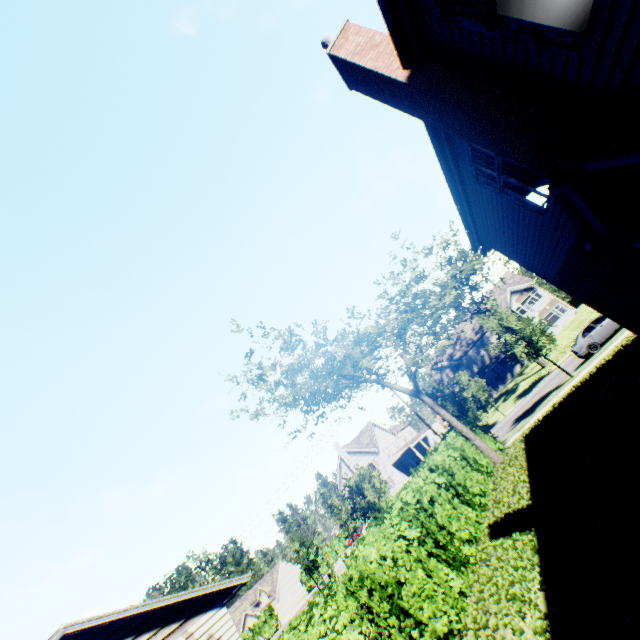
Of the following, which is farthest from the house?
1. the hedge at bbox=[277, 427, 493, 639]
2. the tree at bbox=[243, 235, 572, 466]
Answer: the tree at bbox=[243, 235, 572, 466]

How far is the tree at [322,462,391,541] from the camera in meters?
28.2

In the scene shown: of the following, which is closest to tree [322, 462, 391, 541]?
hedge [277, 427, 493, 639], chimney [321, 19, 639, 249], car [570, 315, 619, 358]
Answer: car [570, 315, 619, 358]

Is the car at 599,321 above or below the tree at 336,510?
below

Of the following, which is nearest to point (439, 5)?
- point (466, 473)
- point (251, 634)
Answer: point (466, 473)

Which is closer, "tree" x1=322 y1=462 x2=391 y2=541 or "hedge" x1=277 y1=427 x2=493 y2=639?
"hedge" x1=277 y1=427 x2=493 y2=639

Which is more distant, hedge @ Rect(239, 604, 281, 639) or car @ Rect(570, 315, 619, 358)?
hedge @ Rect(239, 604, 281, 639)

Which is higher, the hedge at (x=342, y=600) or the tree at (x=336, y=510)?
the tree at (x=336, y=510)
